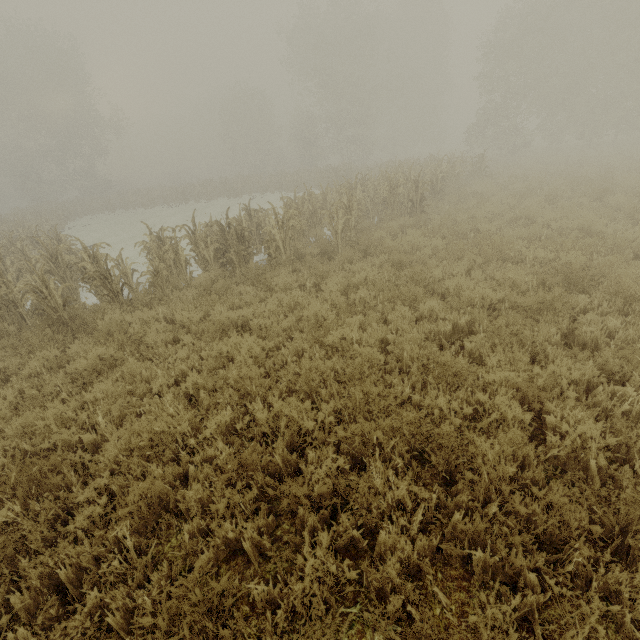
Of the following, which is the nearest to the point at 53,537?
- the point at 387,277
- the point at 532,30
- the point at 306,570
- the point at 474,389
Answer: the point at 306,570

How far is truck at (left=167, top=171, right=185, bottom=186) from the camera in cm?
5728

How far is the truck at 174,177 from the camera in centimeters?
5728cm
